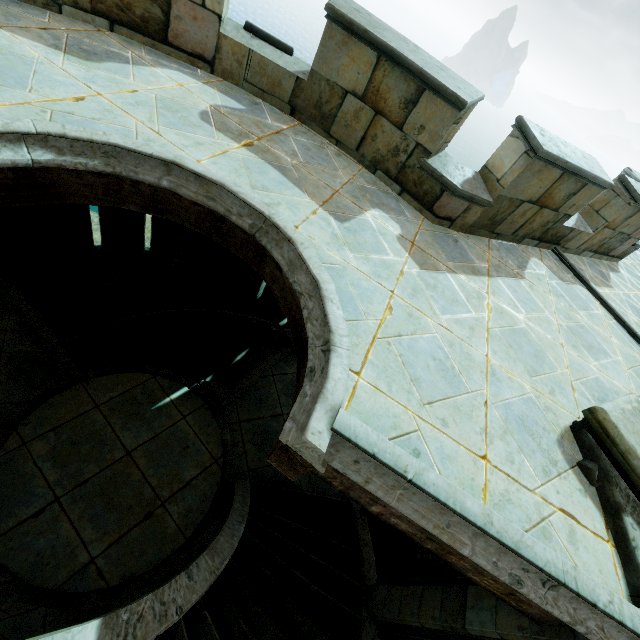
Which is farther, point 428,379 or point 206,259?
point 206,259
